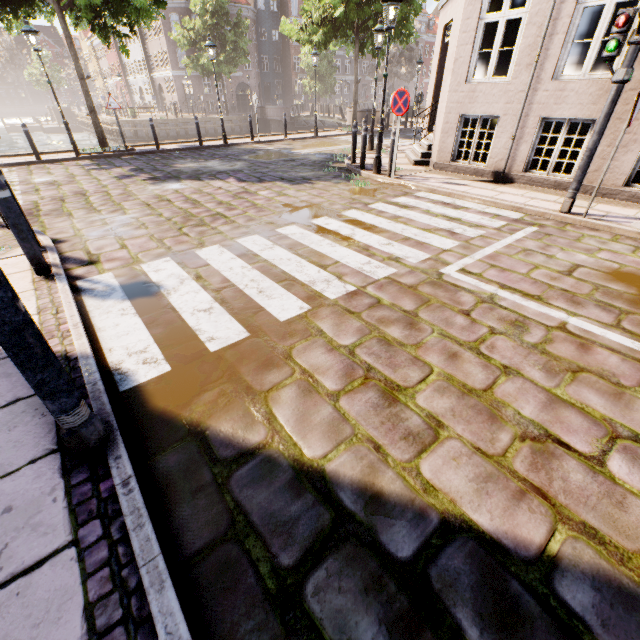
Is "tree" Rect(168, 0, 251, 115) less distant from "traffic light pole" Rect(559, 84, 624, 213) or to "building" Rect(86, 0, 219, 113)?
"building" Rect(86, 0, 219, 113)

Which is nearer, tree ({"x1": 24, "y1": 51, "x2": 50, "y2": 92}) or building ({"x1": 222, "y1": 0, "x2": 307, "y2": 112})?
building ({"x1": 222, "y1": 0, "x2": 307, "y2": 112})

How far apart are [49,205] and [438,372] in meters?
8.6 m

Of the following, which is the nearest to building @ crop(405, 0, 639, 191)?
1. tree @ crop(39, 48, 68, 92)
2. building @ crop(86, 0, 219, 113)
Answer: building @ crop(86, 0, 219, 113)

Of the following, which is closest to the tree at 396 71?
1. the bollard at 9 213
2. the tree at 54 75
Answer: the bollard at 9 213

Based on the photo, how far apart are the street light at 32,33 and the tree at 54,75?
52.8 meters

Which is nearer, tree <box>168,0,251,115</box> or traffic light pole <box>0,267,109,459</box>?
traffic light pole <box>0,267,109,459</box>

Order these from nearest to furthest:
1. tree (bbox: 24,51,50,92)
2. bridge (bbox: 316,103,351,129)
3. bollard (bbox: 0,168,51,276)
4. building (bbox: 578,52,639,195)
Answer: bollard (bbox: 0,168,51,276), building (bbox: 578,52,639,195), bridge (bbox: 316,103,351,129), tree (bbox: 24,51,50,92)
